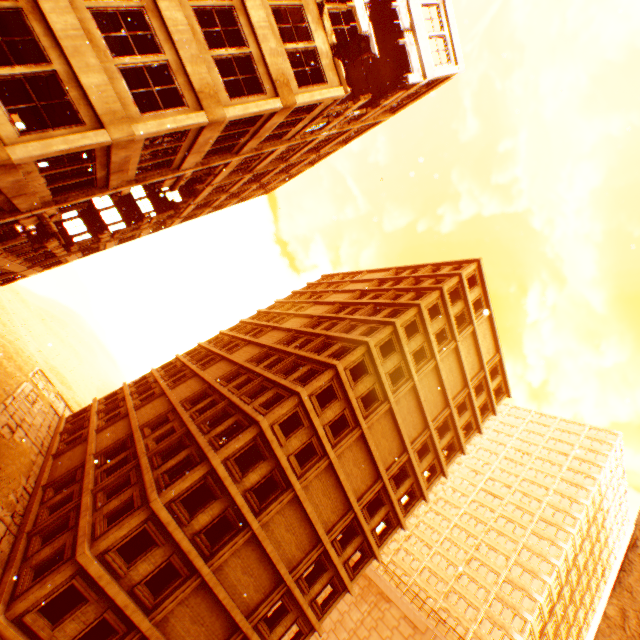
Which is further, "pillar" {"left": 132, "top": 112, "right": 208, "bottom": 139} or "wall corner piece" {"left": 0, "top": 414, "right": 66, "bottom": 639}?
"wall corner piece" {"left": 0, "top": 414, "right": 66, "bottom": 639}

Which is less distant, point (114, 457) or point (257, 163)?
point (257, 163)

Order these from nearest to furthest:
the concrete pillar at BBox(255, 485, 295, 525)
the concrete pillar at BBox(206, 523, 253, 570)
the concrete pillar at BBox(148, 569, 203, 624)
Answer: the concrete pillar at BBox(148, 569, 203, 624)
the concrete pillar at BBox(206, 523, 253, 570)
the concrete pillar at BBox(255, 485, 295, 525)

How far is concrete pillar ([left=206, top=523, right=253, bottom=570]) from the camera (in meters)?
17.09

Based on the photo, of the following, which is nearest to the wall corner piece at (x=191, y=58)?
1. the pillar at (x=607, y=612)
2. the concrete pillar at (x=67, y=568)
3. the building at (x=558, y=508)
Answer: the pillar at (x=607, y=612)

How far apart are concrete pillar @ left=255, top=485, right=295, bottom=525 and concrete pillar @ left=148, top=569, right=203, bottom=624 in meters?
3.5

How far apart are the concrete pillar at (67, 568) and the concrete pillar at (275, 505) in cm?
796
